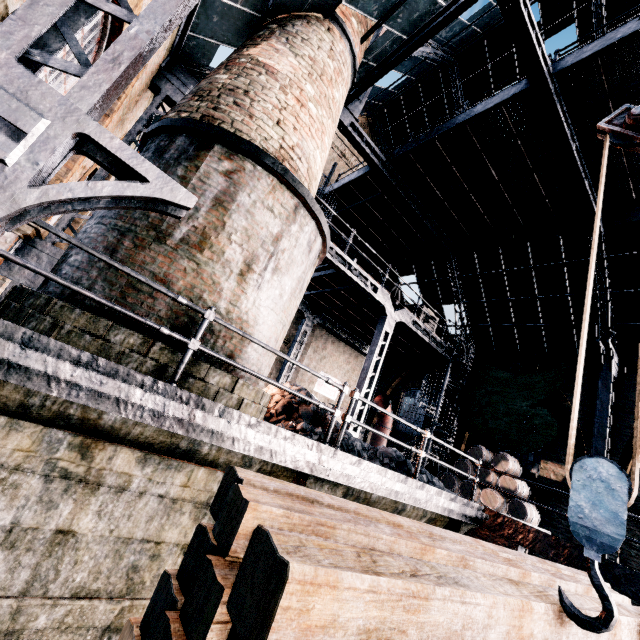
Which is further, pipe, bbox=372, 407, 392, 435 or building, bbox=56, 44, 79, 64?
pipe, bbox=372, 407, 392, 435

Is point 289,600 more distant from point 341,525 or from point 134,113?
point 134,113

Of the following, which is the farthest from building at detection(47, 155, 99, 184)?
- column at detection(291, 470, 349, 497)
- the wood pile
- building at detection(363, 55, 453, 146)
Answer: column at detection(291, 470, 349, 497)

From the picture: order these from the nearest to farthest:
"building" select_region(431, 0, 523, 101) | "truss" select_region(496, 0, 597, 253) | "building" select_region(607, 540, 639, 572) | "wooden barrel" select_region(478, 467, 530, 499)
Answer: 1. "truss" select_region(496, 0, 597, 253)
2. "building" select_region(607, 540, 639, 572)
3. "wooden barrel" select_region(478, 467, 530, 499)
4. "building" select_region(431, 0, 523, 101)

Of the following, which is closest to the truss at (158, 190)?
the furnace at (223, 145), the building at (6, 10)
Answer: the building at (6, 10)

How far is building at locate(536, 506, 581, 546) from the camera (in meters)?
12.13

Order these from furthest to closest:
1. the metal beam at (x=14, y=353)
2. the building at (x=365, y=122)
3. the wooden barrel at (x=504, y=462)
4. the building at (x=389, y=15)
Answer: the building at (x=365, y=122) < the wooden barrel at (x=504, y=462) < the building at (x=389, y=15) < the metal beam at (x=14, y=353)

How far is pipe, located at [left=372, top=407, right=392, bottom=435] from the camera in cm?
1784
